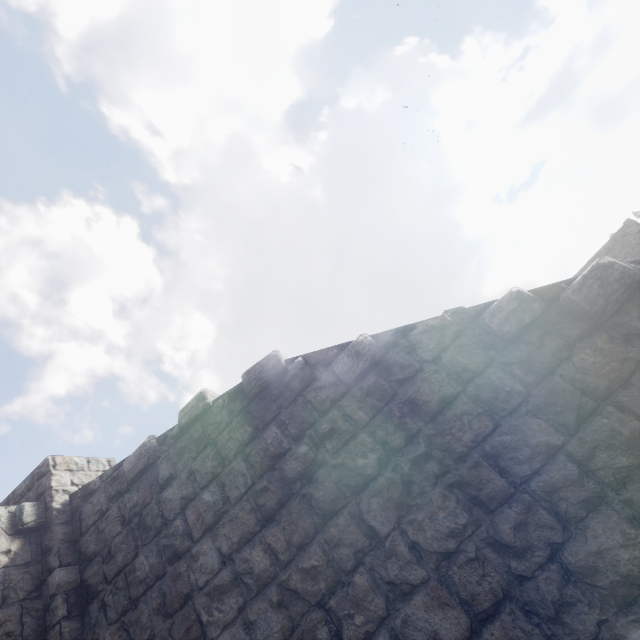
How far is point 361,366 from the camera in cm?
416
